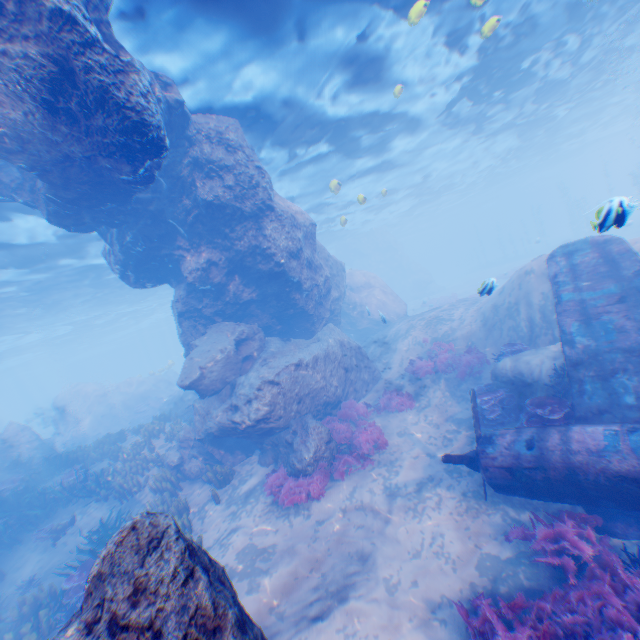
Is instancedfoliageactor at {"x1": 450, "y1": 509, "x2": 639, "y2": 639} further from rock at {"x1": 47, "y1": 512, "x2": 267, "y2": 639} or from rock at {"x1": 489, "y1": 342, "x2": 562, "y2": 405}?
rock at {"x1": 489, "y1": 342, "x2": 562, "y2": 405}

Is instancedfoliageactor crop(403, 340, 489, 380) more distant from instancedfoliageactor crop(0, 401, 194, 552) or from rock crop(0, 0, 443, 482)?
instancedfoliageactor crop(0, 401, 194, 552)

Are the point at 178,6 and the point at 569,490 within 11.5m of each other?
no

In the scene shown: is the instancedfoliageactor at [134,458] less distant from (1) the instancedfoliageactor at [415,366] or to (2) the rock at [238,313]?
(2) the rock at [238,313]

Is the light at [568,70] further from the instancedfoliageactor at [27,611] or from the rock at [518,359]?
the rock at [518,359]

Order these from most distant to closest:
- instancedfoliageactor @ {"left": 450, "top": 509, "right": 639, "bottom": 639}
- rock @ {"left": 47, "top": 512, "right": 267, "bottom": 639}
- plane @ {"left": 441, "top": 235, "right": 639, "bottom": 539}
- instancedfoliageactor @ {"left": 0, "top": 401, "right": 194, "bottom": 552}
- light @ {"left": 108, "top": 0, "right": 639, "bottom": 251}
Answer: instancedfoliageactor @ {"left": 0, "top": 401, "right": 194, "bottom": 552} → light @ {"left": 108, "top": 0, "right": 639, "bottom": 251} → plane @ {"left": 441, "top": 235, "right": 639, "bottom": 539} → instancedfoliageactor @ {"left": 450, "top": 509, "right": 639, "bottom": 639} → rock @ {"left": 47, "top": 512, "right": 267, "bottom": 639}

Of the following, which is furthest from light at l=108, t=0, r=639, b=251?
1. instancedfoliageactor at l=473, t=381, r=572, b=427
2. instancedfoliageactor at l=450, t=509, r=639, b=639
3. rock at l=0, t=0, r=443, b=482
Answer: instancedfoliageactor at l=450, t=509, r=639, b=639

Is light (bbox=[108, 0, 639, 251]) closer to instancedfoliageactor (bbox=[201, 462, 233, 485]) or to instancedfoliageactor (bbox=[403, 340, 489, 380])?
instancedfoliageactor (bbox=[201, 462, 233, 485])
